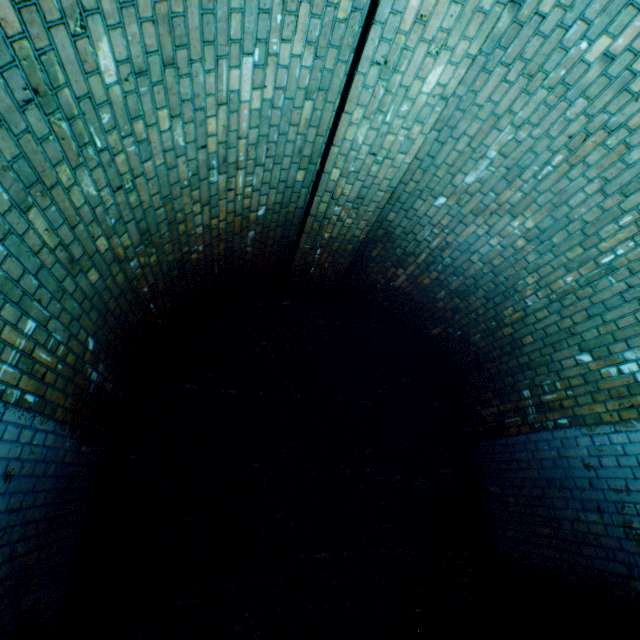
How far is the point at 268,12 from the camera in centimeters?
200cm
